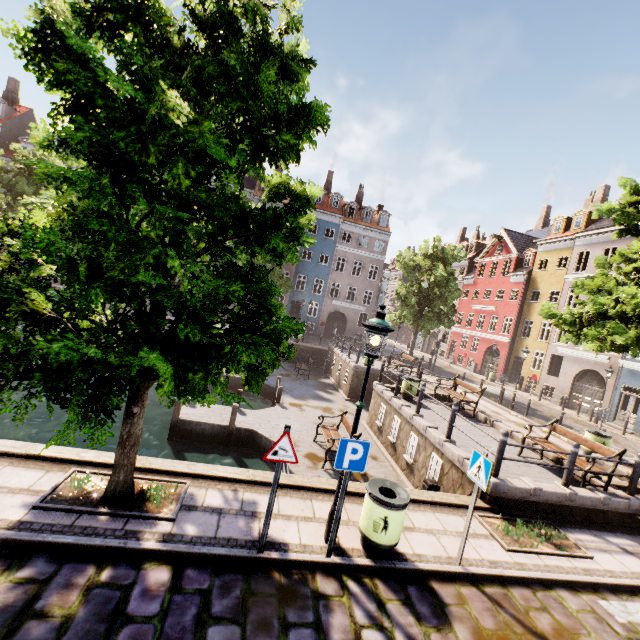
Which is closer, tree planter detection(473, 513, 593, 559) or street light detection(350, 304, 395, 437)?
street light detection(350, 304, 395, 437)

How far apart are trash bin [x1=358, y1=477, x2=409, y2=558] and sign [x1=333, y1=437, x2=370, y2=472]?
0.6 meters

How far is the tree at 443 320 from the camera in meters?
24.9

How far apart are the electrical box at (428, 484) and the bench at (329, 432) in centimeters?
247cm

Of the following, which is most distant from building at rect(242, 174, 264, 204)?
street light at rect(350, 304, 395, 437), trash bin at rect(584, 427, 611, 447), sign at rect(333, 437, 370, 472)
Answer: sign at rect(333, 437, 370, 472)

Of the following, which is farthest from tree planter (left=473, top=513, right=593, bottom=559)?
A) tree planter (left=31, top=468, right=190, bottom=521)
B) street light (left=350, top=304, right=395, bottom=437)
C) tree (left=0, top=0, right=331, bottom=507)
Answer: tree planter (left=31, top=468, right=190, bottom=521)

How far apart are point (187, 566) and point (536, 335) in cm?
3252

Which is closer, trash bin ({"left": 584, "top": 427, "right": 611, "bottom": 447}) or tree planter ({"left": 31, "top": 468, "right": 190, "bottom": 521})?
tree planter ({"left": 31, "top": 468, "right": 190, "bottom": 521})
